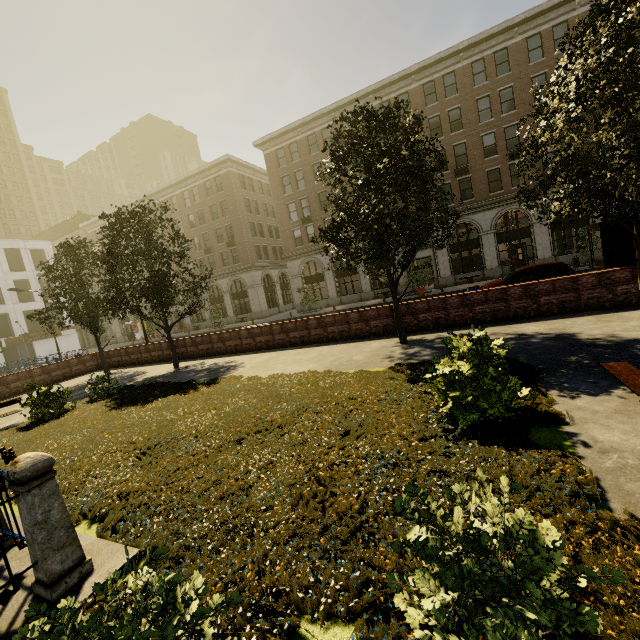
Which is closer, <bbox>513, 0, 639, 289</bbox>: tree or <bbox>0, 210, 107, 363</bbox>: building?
<bbox>513, 0, 639, 289</bbox>: tree

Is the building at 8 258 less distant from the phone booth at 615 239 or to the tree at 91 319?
the tree at 91 319

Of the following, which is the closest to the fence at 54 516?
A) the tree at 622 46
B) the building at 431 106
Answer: the tree at 622 46

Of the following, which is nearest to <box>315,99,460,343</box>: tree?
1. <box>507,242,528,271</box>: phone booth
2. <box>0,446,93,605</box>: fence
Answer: <box>0,446,93,605</box>: fence

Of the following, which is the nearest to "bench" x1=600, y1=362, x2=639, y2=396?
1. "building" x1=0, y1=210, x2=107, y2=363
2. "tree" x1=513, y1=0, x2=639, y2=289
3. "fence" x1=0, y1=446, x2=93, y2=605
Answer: "tree" x1=513, y1=0, x2=639, y2=289

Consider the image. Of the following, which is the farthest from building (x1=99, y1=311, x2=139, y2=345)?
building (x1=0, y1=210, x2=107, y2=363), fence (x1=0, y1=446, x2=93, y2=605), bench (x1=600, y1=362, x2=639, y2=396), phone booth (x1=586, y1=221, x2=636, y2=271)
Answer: fence (x1=0, y1=446, x2=93, y2=605)

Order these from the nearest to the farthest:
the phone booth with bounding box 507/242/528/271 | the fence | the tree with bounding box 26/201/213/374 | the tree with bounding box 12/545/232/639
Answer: the tree with bounding box 12/545/232/639 < the fence < the tree with bounding box 26/201/213/374 < the phone booth with bounding box 507/242/528/271

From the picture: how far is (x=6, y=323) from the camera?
39.4m
